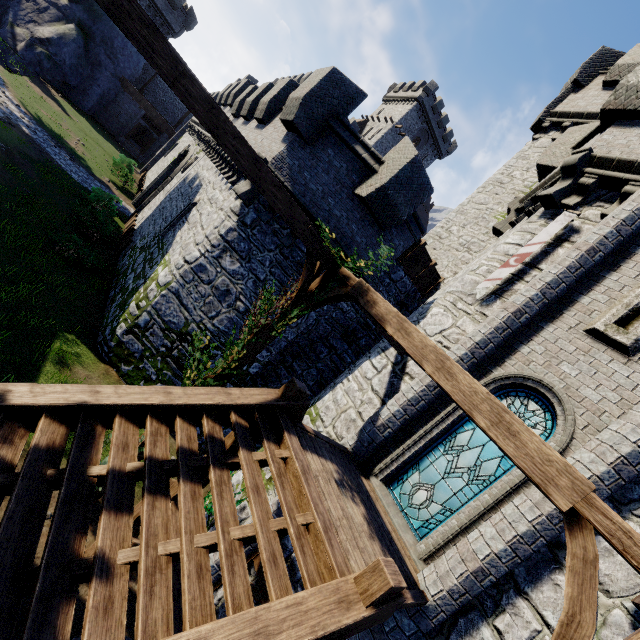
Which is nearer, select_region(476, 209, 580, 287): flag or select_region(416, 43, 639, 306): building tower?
select_region(476, 209, 580, 287): flag

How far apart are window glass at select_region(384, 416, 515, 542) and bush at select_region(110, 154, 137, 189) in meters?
32.9 m

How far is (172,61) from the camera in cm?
388

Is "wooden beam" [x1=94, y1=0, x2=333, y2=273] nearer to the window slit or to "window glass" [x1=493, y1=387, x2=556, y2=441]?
"window glass" [x1=493, y1=387, x2=556, y2=441]

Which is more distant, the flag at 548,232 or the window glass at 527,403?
the flag at 548,232

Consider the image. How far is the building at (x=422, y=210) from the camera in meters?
52.9

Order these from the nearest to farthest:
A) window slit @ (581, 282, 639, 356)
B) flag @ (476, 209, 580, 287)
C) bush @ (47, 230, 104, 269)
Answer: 1. window slit @ (581, 282, 639, 356)
2. flag @ (476, 209, 580, 287)
3. bush @ (47, 230, 104, 269)

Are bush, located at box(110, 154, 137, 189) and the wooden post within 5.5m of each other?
no
